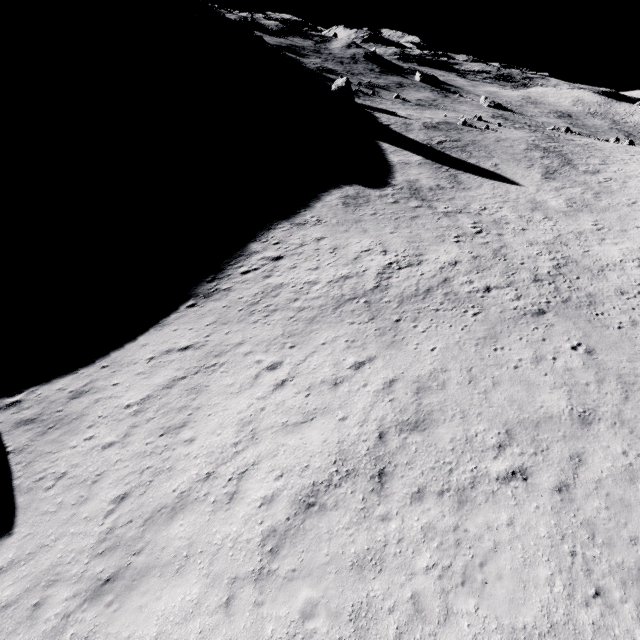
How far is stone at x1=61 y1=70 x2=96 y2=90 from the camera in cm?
3991

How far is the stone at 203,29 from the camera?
56.2m

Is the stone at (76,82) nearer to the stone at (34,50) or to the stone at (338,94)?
the stone at (34,50)

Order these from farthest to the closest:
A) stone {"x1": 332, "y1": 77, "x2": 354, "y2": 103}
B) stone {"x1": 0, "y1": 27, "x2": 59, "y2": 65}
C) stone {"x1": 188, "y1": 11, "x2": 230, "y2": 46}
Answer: stone {"x1": 332, "y1": 77, "x2": 354, "y2": 103} → stone {"x1": 188, "y1": 11, "x2": 230, "y2": 46} → stone {"x1": 0, "y1": 27, "x2": 59, "y2": 65}

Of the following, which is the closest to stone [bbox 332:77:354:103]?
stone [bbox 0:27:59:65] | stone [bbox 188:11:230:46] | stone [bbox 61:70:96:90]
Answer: stone [bbox 188:11:230:46]

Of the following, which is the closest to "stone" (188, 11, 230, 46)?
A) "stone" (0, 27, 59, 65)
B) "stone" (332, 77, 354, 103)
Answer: "stone" (332, 77, 354, 103)

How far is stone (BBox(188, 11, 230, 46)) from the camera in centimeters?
5622cm

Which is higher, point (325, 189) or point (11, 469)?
point (325, 189)
